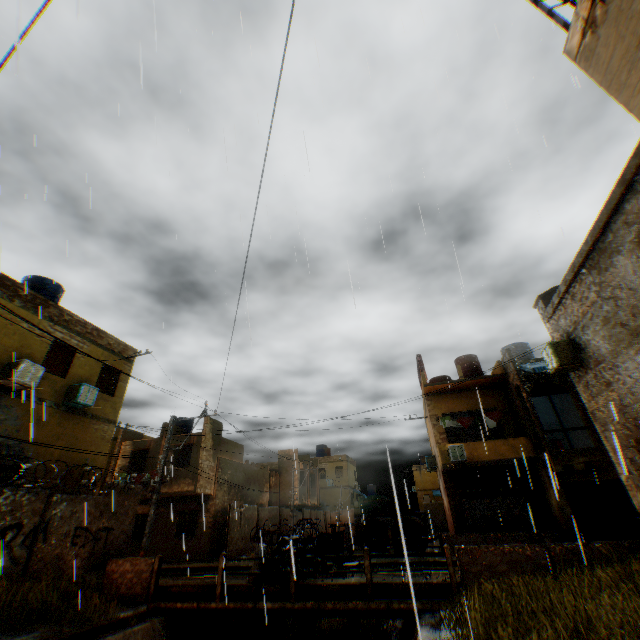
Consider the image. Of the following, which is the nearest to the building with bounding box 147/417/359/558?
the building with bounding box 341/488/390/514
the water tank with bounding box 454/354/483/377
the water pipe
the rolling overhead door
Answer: the rolling overhead door

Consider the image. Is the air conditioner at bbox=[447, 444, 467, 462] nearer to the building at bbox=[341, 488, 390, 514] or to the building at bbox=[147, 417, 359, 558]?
the building at bbox=[147, 417, 359, 558]

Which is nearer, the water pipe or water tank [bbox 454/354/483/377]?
water tank [bbox 454/354/483/377]

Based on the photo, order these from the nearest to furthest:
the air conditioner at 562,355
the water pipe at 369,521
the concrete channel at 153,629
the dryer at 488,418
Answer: the concrete channel at 153,629 → the air conditioner at 562,355 → the dryer at 488,418 → the water pipe at 369,521

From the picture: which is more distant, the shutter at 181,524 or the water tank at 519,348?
the shutter at 181,524

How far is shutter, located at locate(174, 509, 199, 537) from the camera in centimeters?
2128cm

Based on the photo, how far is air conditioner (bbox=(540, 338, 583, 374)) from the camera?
9.8m

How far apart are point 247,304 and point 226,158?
2.5 meters
